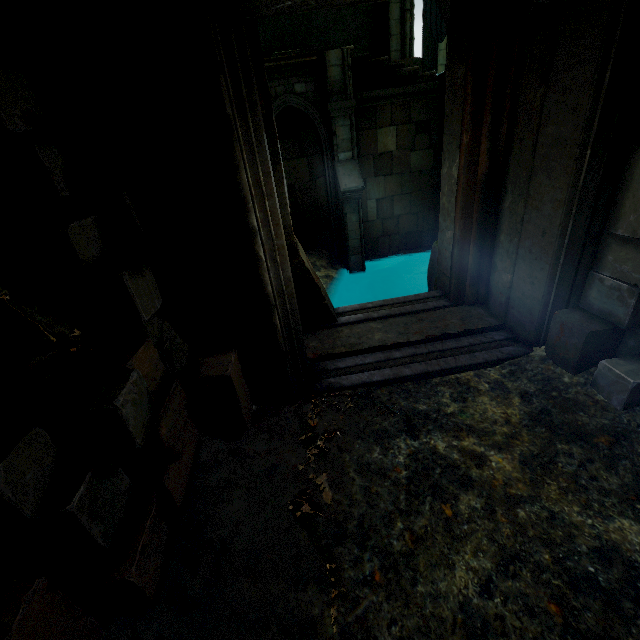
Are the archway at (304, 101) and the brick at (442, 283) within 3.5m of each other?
no

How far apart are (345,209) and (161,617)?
9.6m

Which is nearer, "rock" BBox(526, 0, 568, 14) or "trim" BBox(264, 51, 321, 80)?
"rock" BBox(526, 0, 568, 14)

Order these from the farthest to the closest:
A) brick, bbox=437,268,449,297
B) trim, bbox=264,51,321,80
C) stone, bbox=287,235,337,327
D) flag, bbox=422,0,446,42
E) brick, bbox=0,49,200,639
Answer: trim, bbox=264,51,321,80 < flag, bbox=422,0,446,42 < brick, bbox=437,268,449,297 < stone, bbox=287,235,337,327 < brick, bbox=0,49,200,639

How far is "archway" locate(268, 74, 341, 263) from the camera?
8.8m

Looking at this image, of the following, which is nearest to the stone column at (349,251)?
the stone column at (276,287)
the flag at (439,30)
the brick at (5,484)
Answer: the flag at (439,30)

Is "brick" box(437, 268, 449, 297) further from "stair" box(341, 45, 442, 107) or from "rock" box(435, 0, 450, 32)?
"stair" box(341, 45, 442, 107)

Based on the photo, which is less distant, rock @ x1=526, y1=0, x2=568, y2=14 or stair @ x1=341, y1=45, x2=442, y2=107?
rock @ x1=526, y1=0, x2=568, y2=14
